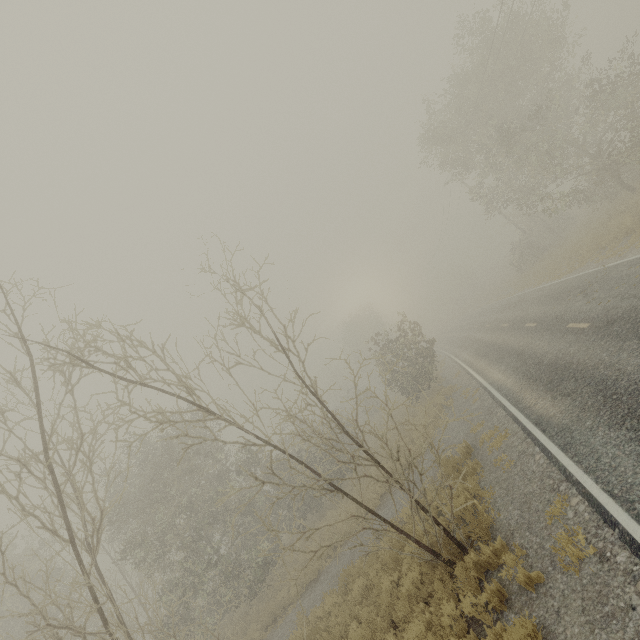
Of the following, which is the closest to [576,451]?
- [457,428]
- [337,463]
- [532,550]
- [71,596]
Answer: [532,550]

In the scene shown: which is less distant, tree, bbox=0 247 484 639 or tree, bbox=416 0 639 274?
tree, bbox=0 247 484 639

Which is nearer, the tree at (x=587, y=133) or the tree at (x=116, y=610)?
the tree at (x=116, y=610)
